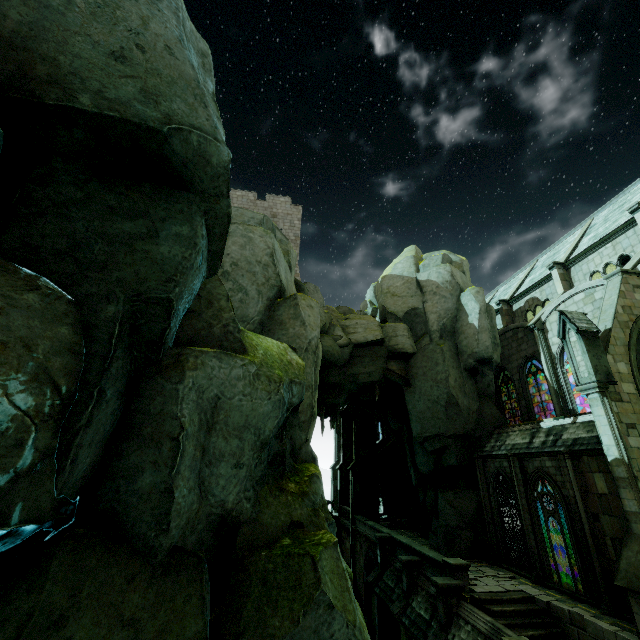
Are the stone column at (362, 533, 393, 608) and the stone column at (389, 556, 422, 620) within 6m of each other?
yes

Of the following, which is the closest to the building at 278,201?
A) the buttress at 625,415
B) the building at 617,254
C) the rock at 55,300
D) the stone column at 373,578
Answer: the rock at 55,300

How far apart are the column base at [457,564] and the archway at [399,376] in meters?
10.0

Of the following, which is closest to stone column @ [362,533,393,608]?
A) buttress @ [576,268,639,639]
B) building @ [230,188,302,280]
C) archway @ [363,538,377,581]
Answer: archway @ [363,538,377,581]

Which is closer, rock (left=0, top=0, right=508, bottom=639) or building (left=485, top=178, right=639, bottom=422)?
rock (left=0, top=0, right=508, bottom=639)

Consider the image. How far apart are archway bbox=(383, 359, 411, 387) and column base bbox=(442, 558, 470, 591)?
10.0 meters

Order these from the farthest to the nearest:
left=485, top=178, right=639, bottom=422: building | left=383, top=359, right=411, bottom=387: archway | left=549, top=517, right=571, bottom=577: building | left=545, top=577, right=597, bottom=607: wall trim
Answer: left=383, top=359, right=411, bottom=387: archway → left=485, top=178, right=639, bottom=422: building → left=549, top=517, right=571, bottom=577: building → left=545, top=577, right=597, bottom=607: wall trim

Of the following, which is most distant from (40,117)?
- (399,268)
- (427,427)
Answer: (399,268)
